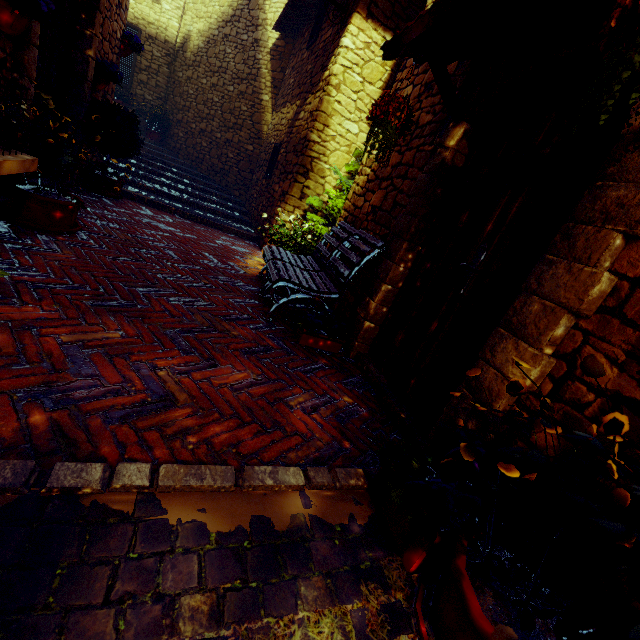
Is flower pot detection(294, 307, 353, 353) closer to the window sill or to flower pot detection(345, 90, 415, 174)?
flower pot detection(345, 90, 415, 174)

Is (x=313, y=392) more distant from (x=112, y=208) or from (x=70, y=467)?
(x=112, y=208)

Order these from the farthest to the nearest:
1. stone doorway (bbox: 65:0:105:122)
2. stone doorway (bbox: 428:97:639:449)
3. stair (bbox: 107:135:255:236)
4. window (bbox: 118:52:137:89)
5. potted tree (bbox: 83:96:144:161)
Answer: window (bbox: 118:52:137:89), stair (bbox: 107:135:255:236), potted tree (bbox: 83:96:144:161), stone doorway (bbox: 65:0:105:122), stone doorway (bbox: 428:97:639:449)

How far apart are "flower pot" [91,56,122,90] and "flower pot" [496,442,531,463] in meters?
6.2

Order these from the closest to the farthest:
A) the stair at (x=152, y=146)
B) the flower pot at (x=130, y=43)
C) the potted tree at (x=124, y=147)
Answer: the potted tree at (x=124, y=147), the flower pot at (x=130, y=43), the stair at (x=152, y=146)

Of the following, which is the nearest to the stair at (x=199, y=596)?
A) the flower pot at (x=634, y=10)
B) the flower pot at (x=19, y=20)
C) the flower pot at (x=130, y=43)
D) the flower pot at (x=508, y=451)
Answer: the flower pot at (x=508, y=451)

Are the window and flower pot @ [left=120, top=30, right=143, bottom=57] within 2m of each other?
no

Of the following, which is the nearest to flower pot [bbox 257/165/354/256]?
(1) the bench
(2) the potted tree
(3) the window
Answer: (1) the bench
